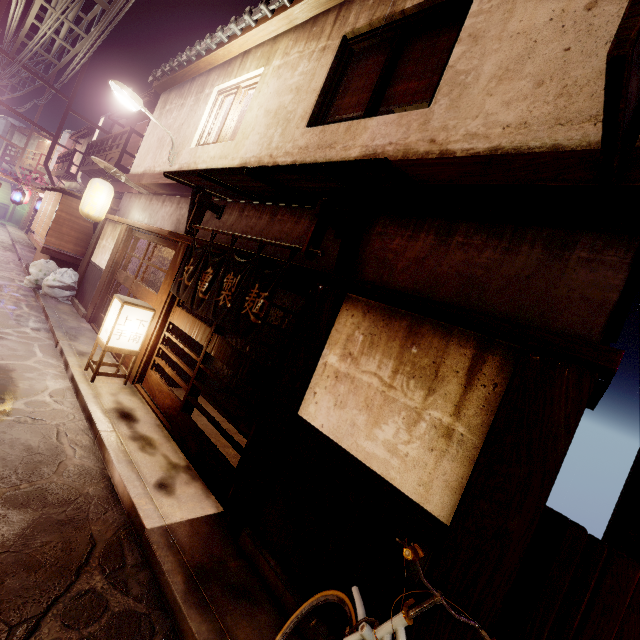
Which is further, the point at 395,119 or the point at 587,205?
the point at 395,119

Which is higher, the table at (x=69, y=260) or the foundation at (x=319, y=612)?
the table at (x=69, y=260)

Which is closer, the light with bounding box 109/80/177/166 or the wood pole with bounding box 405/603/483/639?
the wood pole with bounding box 405/603/483/639

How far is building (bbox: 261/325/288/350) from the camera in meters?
14.6 m

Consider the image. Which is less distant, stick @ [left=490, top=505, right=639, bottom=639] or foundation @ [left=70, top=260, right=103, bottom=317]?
stick @ [left=490, top=505, right=639, bottom=639]

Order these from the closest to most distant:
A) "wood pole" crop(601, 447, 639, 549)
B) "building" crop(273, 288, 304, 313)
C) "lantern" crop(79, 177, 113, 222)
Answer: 1. "wood pole" crop(601, 447, 639, 549)
2. "building" crop(273, 288, 304, 313)
3. "lantern" crop(79, 177, 113, 222)

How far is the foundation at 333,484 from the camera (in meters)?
4.43

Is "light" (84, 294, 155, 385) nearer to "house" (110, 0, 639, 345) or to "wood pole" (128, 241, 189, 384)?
"wood pole" (128, 241, 189, 384)
